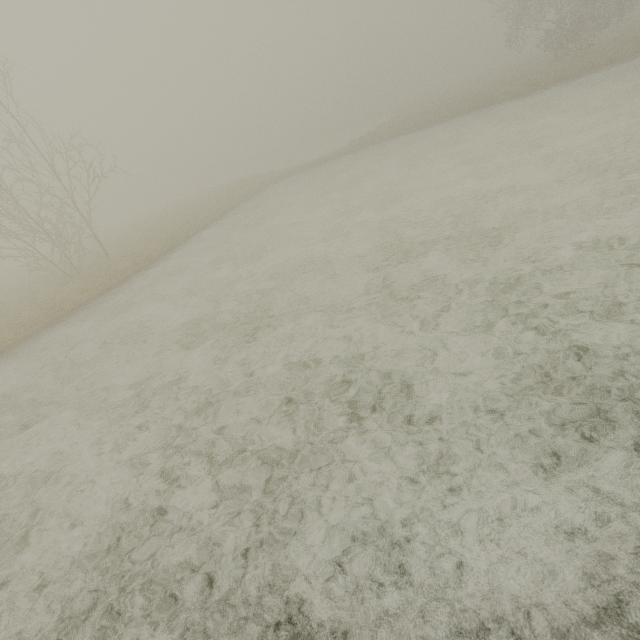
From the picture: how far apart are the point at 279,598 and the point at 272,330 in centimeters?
456cm
